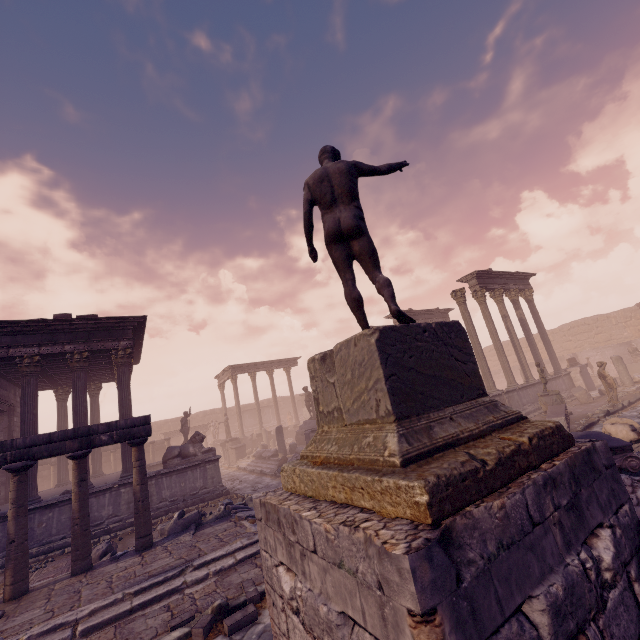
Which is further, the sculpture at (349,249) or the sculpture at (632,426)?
the sculpture at (632,426)

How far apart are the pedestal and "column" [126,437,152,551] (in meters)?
6.47

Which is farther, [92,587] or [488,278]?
[488,278]

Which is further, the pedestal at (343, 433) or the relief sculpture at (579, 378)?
the relief sculpture at (579, 378)

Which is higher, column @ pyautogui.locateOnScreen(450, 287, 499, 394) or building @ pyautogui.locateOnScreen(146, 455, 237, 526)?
column @ pyautogui.locateOnScreen(450, 287, 499, 394)

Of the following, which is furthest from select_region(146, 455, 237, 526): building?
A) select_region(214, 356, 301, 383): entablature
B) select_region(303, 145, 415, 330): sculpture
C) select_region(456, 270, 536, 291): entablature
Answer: select_region(456, 270, 536, 291): entablature

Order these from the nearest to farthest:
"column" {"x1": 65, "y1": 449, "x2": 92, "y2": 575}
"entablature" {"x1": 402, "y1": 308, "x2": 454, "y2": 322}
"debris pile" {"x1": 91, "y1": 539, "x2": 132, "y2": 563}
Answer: "column" {"x1": 65, "y1": 449, "x2": 92, "y2": 575} → "debris pile" {"x1": 91, "y1": 539, "x2": 132, "y2": 563} → "entablature" {"x1": 402, "y1": 308, "x2": 454, "y2": 322}

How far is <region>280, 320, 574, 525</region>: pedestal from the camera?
2.0 meters
